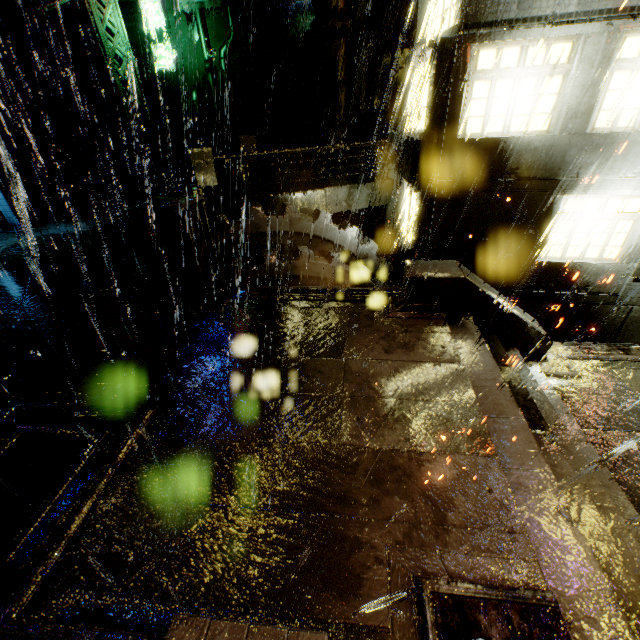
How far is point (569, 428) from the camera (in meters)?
5.69

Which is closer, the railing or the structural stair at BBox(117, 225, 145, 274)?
the railing

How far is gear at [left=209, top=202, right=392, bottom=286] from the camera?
9.6m

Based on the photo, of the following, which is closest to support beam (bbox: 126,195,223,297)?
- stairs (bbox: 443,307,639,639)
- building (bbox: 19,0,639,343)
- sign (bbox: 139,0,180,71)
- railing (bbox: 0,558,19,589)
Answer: building (bbox: 19,0,639,343)

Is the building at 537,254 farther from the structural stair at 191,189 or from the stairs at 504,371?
the stairs at 504,371

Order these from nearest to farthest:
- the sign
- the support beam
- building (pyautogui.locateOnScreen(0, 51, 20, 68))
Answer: the support beam
the sign
building (pyautogui.locateOnScreen(0, 51, 20, 68))

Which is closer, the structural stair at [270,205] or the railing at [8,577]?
the railing at [8,577]
